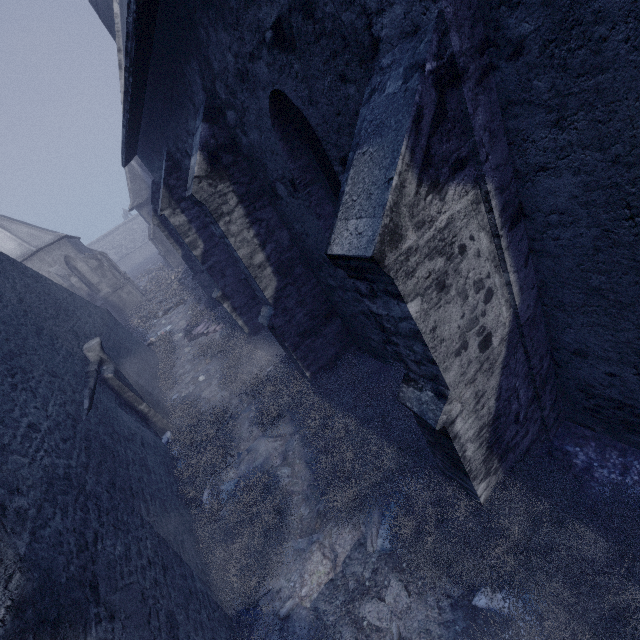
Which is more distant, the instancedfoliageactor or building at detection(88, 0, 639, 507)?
the instancedfoliageactor

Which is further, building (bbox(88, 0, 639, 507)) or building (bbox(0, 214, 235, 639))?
building (bbox(0, 214, 235, 639))

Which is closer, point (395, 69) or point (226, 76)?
point (395, 69)

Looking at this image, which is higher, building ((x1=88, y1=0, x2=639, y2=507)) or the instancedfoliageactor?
building ((x1=88, y1=0, x2=639, y2=507))

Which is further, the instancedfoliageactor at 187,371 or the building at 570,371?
the instancedfoliageactor at 187,371

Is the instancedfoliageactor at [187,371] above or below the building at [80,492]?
below
